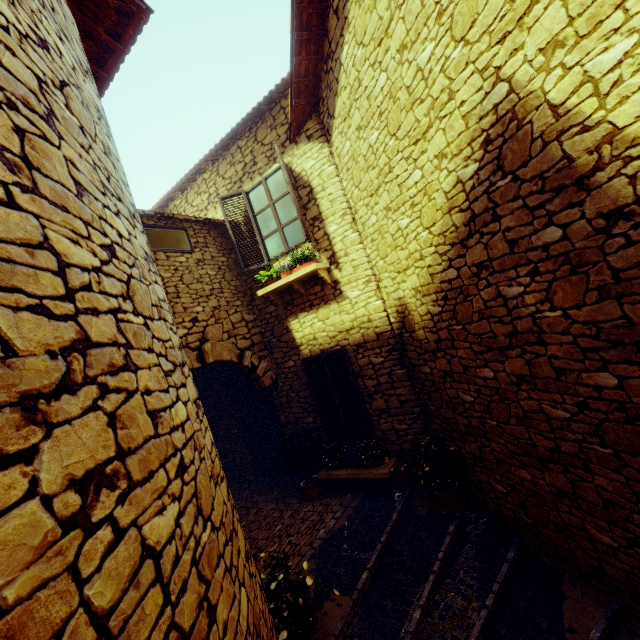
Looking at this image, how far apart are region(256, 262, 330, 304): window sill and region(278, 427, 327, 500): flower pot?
2.67m

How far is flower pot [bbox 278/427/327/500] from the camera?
6.3 meters

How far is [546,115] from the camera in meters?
2.4

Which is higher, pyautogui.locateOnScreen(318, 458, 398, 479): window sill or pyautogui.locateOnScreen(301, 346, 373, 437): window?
pyautogui.locateOnScreen(301, 346, 373, 437): window

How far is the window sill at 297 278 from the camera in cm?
570

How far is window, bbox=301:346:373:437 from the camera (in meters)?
5.98

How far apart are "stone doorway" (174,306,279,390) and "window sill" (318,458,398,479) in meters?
1.6 m

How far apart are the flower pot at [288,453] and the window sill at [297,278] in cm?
267
